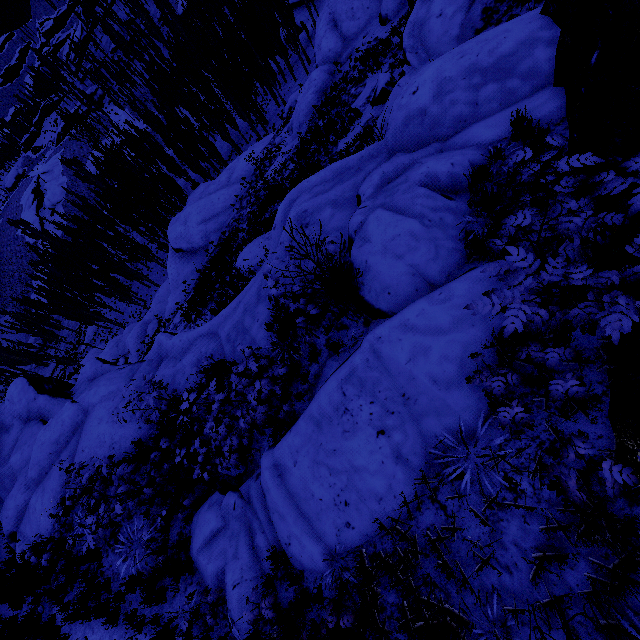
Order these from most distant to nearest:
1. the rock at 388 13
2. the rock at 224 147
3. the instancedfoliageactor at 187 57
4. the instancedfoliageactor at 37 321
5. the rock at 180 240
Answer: the instancedfoliageactor at 37 321, the rock at 224 147, the instancedfoliageactor at 187 57, the rock at 388 13, the rock at 180 240

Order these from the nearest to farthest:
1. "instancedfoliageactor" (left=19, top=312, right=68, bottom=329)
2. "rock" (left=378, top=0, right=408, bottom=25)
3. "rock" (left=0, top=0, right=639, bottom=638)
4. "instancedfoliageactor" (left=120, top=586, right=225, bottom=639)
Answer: "rock" (left=0, top=0, right=639, bottom=638), "instancedfoliageactor" (left=120, top=586, right=225, bottom=639), "rock" (left=378, top=0, right=408, bottom=25), "instancedfoliageactor" (left=19, top=312, right=68, bottom=329)

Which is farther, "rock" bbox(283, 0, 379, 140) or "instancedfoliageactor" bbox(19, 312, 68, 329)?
"instancedfoliageactor" bbox(19, 312, 68, 329)

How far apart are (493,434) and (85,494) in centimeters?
1131cm

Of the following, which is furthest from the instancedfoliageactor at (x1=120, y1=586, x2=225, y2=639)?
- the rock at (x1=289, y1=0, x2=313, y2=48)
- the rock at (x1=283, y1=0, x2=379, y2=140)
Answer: the rock at (x1=283, y1=0, x2=379, y2=140)

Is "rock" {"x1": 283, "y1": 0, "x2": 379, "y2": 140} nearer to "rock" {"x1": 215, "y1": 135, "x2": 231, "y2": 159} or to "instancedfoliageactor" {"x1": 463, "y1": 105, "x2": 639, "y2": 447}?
"instancedfoliageactor" {"x1": 463, "y1": 105, "x2": 639, "y2": 447}

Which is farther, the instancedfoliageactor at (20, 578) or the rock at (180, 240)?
the instancedfoliageactor at (20, 578)
